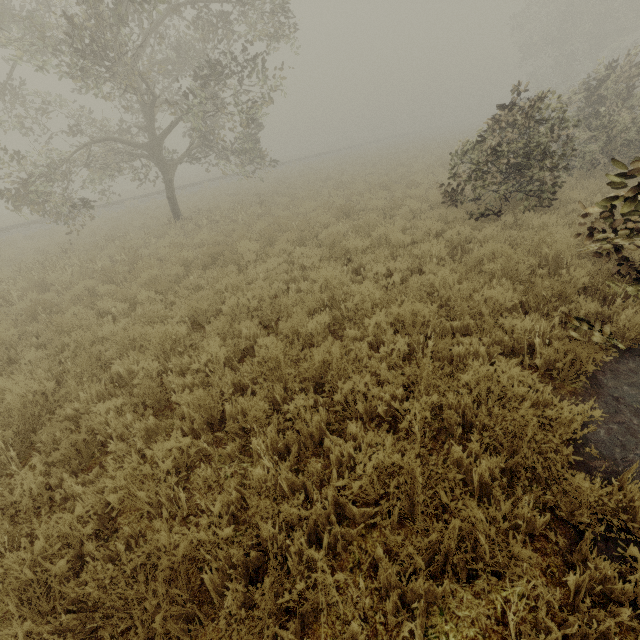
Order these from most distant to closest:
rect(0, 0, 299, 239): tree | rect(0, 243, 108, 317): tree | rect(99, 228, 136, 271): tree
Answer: rect(99, 228, 136, 271): tree → rect(0, 0, 299, 239): tree → rect(0, 243, 108, 317): tree

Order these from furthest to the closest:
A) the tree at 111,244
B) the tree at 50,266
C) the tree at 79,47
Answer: the tree at 111,244, the tree at 79,47, the tree at 50,266

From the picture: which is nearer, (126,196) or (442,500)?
(442,500)

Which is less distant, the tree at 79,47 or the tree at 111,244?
the tree at 79,47

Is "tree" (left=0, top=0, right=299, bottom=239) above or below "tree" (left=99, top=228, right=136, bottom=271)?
above

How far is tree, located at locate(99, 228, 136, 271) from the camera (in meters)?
10.12

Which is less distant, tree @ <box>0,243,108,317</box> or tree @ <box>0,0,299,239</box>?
tree @ <box>0,243,108,317</box>
